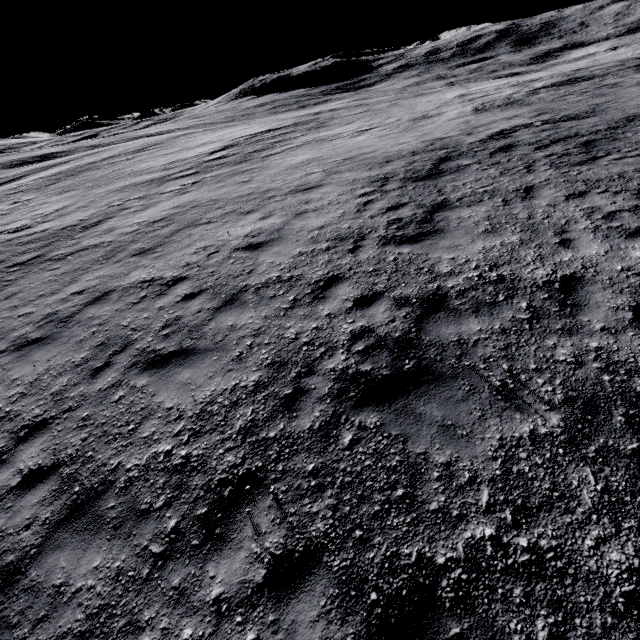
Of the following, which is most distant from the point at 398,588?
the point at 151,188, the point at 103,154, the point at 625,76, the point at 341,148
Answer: the point at 103,154
